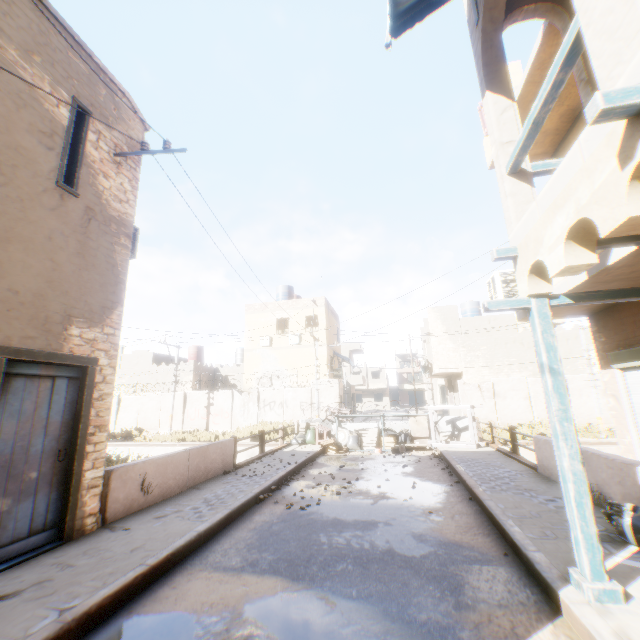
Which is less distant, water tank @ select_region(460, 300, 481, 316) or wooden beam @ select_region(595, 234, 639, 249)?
wooden beam @ select_region(595, 234, 639, 249)

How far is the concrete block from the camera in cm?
1373

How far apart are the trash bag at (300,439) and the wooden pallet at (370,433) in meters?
1.6 m

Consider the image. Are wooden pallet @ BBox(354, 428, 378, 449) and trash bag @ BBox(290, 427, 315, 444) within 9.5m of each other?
yes

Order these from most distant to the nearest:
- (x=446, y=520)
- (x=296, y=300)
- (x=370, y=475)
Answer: (x=296, y=300)
(x=370, y=475)
(x=446, y=520)

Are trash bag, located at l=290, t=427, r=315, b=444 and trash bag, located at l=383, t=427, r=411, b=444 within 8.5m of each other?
yes

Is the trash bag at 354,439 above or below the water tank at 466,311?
below

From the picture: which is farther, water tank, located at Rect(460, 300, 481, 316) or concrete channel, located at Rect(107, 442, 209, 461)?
water tank, located at Rect(460, 300, 481, 316)
